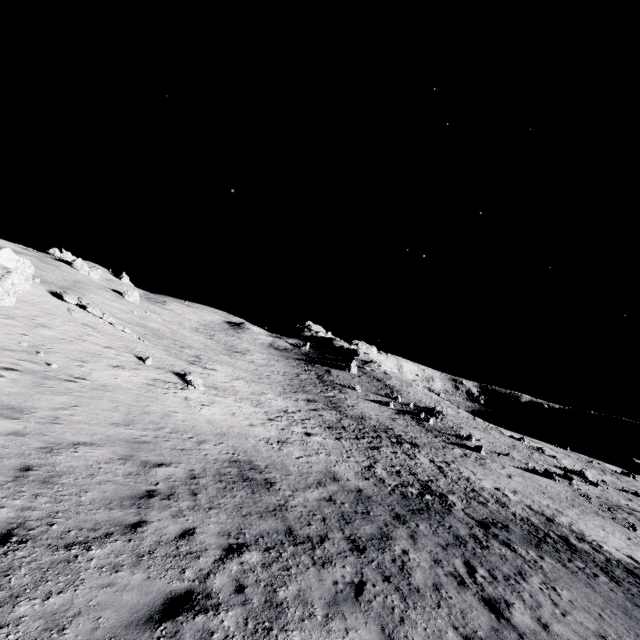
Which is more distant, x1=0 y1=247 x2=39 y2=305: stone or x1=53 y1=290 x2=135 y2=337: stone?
x1=53 y1=290 x2=135 y2=337: stone

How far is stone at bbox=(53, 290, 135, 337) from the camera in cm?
2440

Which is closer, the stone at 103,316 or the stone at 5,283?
the stone at 5,283

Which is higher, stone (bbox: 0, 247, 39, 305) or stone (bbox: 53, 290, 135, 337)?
stone (bbox: 0, 247, 39, 305)

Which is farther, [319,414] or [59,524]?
[319,414]

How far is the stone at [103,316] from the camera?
24.4m
